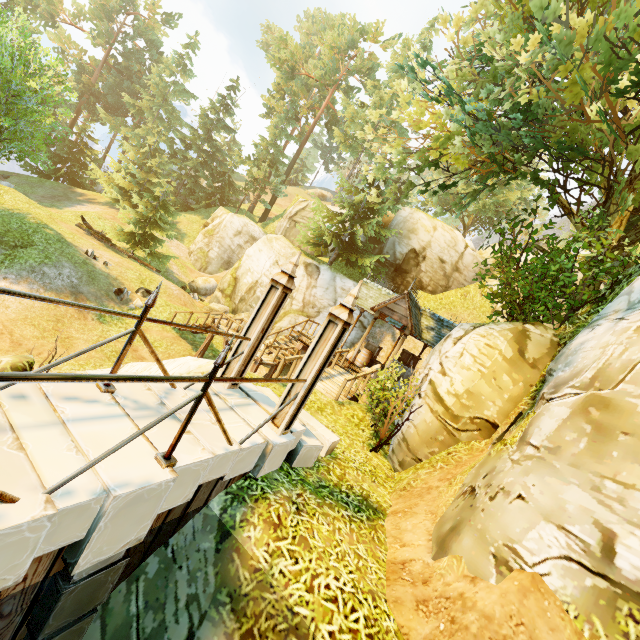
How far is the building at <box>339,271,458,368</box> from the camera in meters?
14.0

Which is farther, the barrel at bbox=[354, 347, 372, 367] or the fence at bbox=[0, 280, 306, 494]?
the barrel at bbox=[354, 347, 372, 367]

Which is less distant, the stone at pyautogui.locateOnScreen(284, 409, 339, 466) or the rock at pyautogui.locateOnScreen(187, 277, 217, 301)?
the stone at pyautogui.locateOnScreen(284, 409, 339, 466)

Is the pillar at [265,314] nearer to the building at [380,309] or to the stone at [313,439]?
the stone at [313,439]

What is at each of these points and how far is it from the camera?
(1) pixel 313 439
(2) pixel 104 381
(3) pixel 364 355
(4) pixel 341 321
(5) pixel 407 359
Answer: (1) stone, 6.25m
(2) fence, 2.29m
(3) barrel, 17.27m
(4) pillar, 5.01m
(5) box, 17.86m

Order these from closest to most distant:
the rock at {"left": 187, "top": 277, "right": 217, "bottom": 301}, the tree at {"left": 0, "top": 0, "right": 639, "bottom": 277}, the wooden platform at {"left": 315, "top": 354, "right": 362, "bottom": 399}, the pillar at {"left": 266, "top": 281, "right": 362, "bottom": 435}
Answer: the pillar at {"left": 266, "top": 281, "right": 362, "bottom": 435}
the tree at {"left": 0, "top": 0, "right": 639, "bottom": 277}
the wooden platform at {"left": 315, "top": 354, "right": 362, "bottom": 399}
the rock at {"left": 187, "top": 277, "right": 217, "bottom": 301}

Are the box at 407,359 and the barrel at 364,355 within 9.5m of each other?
yes

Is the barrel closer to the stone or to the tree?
the tree
